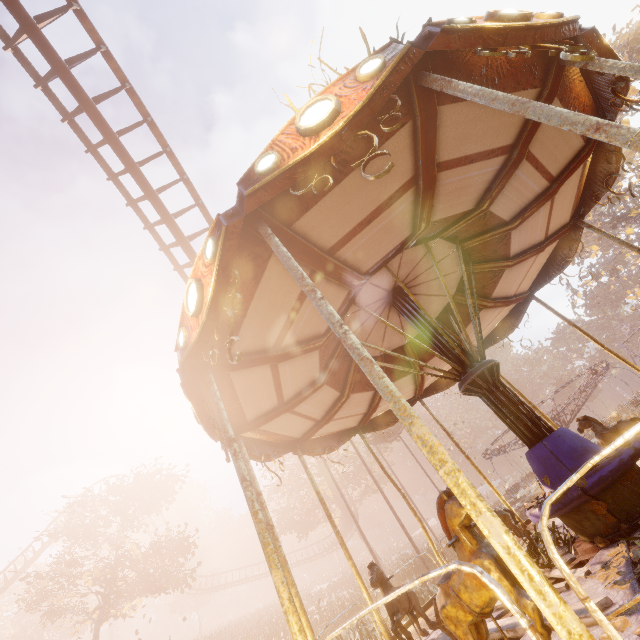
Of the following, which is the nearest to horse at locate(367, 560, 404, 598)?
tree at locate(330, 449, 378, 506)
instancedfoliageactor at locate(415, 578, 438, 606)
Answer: instancedfoliageactor at locate(415, 578, 438, 606)

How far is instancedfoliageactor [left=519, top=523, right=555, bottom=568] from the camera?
3.72m

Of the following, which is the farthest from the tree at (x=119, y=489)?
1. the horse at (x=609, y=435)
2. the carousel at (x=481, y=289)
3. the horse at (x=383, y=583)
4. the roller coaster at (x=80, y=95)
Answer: the horse at (x=609, y=435)

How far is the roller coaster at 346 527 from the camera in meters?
38.4 m

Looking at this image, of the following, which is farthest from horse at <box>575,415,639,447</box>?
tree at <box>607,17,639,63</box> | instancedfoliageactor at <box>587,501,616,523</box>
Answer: tree at <box>607,17,639,63</box>

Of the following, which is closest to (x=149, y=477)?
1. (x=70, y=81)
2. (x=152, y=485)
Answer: (x=152, y=485)

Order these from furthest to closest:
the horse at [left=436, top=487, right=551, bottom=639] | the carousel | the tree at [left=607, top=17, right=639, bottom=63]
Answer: the tree at [left=607, top=17, right=639, bottom=63], the carousel, the horse at [left=436, top=487, right=551, bottom=639]

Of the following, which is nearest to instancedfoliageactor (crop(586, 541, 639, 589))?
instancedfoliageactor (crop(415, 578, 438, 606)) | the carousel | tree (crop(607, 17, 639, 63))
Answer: the carousel
